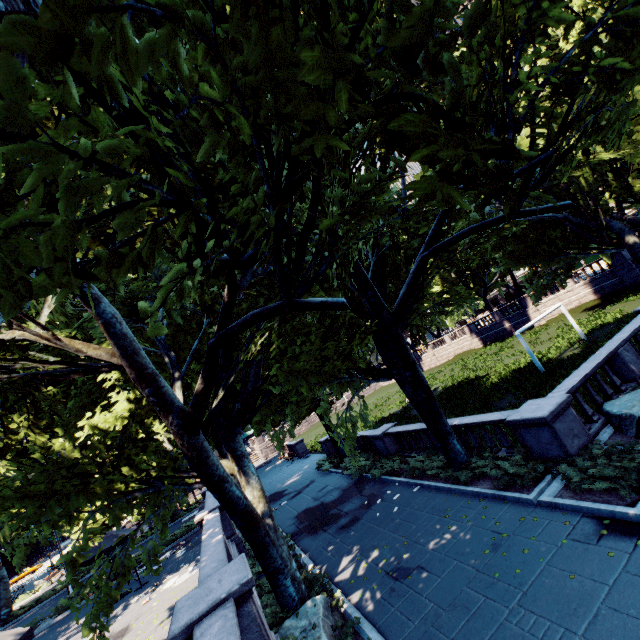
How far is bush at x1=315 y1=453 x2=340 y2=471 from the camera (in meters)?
23.50

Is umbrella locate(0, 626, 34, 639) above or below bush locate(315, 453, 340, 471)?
above

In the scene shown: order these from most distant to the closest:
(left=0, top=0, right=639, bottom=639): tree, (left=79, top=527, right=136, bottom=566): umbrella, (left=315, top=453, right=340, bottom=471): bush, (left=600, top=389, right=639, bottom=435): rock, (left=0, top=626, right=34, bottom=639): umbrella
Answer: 1. (left=315, top=453, right=340, bottom=471): bush
2. (left=79, top=527, right=136, bottom=566): umbrella
3. (left=600, top=389, right=639, bottom=435): rock
4. (left=0, top=626, right=34, bottom=639): umbrella
5. (left=0, top=0, right=639, bottom=639): tree

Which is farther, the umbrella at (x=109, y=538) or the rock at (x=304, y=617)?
the umbrella at (x=109, y=538)

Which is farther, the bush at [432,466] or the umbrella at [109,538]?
the umbrella at [109,538]

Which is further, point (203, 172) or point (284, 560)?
point (284, 560)

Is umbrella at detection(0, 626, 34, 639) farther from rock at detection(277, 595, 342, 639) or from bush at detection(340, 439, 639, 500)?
bush at detection(340, 439, 639, 500)

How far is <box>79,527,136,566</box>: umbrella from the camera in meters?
14.2
